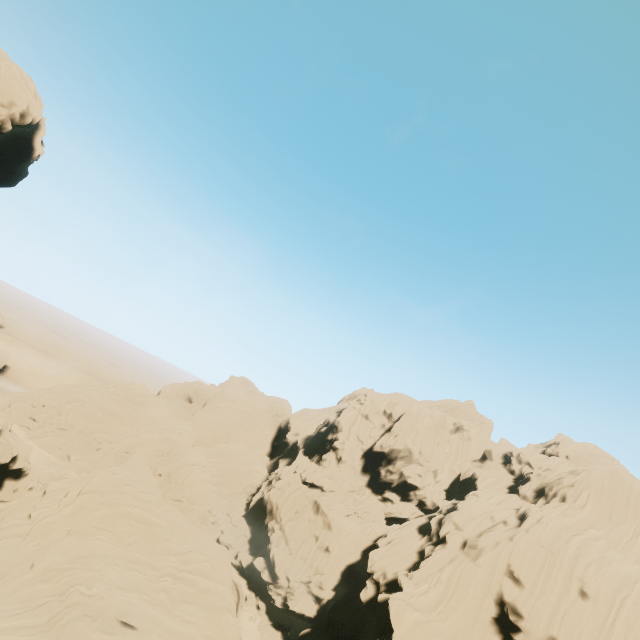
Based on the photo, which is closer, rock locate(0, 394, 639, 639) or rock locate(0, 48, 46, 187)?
rock locate(0, 48, 46, 187)

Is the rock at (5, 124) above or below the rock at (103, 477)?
above

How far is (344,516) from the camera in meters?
55.3

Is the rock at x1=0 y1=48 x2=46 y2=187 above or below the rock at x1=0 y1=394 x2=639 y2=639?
above

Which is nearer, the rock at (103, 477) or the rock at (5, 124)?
the rock at (5, 124)
